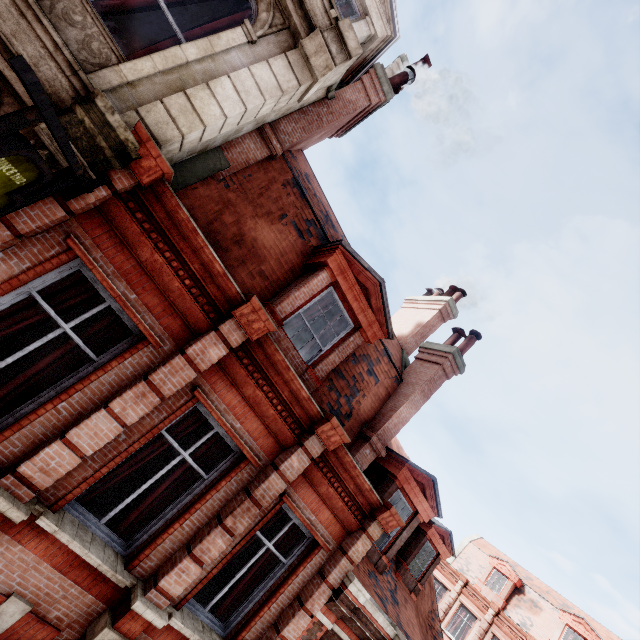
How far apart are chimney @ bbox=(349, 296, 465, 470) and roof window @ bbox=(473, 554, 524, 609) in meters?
25.2

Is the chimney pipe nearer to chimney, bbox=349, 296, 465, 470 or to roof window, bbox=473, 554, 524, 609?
chimney, bbox=349, 296, 465, 470

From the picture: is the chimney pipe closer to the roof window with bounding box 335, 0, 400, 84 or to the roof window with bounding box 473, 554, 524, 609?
the roof window with bounding box 335, 0, 400, 84

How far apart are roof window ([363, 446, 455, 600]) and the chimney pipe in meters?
3.5

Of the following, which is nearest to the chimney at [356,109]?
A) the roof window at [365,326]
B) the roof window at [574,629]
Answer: the roof window at [365,326]

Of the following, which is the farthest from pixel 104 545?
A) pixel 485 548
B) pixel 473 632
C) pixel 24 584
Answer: pixel 485 548

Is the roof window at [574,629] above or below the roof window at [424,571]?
above

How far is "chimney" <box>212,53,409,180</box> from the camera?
6.5m
